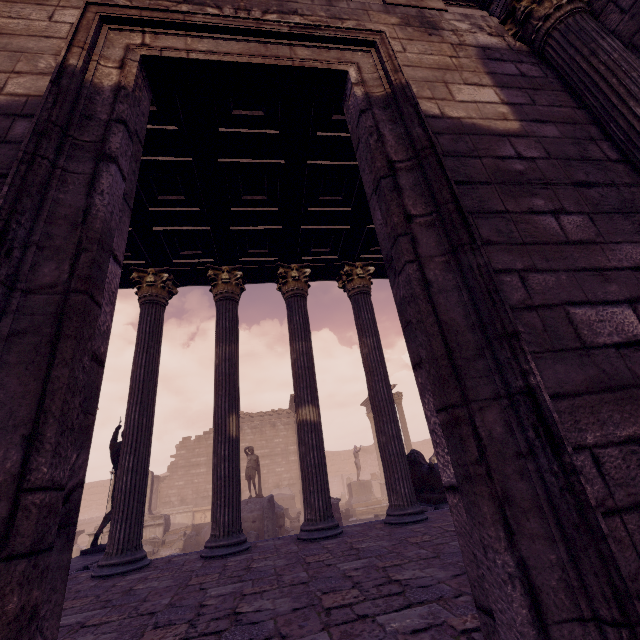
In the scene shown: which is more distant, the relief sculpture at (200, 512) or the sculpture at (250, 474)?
the relief sculpture at (200, 512)

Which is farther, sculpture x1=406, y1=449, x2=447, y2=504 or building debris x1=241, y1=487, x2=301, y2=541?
building debris x1=241, y1=487, x2=301, y2=541

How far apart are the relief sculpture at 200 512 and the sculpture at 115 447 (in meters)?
18.20

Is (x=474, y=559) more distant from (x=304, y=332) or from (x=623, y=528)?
(x=304, y=332)

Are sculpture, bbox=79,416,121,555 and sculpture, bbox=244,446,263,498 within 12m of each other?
yes

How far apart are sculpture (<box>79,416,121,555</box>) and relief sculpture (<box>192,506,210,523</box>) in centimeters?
1820cm

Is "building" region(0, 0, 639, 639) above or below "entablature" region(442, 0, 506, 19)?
below

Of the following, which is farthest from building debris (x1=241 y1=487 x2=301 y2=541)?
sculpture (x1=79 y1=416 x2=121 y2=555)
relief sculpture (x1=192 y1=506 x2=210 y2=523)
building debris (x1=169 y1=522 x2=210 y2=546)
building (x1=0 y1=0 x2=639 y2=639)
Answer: relief sculpture (x1=192 y1=506 x2=210 y2=523)
